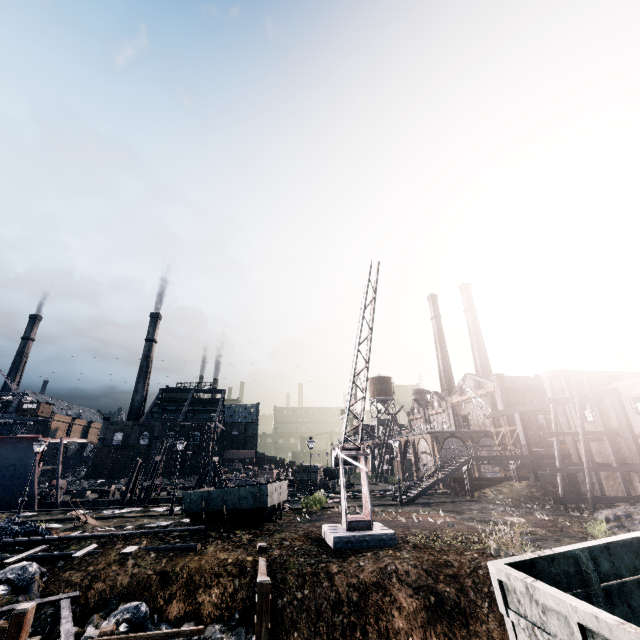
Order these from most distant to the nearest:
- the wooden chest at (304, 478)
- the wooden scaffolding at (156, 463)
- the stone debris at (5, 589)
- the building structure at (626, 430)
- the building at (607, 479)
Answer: the wooden chest at (304, 478) < the wooden scaffolding at (156, 463) < the building at (607, 479) < the building structure at (626, 430) < the stone debris at (5, 589)

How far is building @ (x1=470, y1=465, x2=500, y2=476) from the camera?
48.5m

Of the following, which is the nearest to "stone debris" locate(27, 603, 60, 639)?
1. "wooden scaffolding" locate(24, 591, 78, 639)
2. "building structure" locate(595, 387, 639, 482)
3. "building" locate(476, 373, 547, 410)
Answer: "wooden scaffolding" locate(24, 591, 78, 639)

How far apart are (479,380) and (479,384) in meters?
0.7 m

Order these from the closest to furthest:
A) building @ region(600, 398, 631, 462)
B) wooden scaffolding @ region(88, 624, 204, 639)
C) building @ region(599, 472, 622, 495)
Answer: wooden scaffolding @ region(88, 624, 204, 639) < building @ region(600, 398, 631, 462) < building @ region(599, 472, 622, 495)

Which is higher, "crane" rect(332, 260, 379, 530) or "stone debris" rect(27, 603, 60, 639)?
"crane" rect(332, 260, 379, 530)

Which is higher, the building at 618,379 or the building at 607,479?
the building at 618,379
